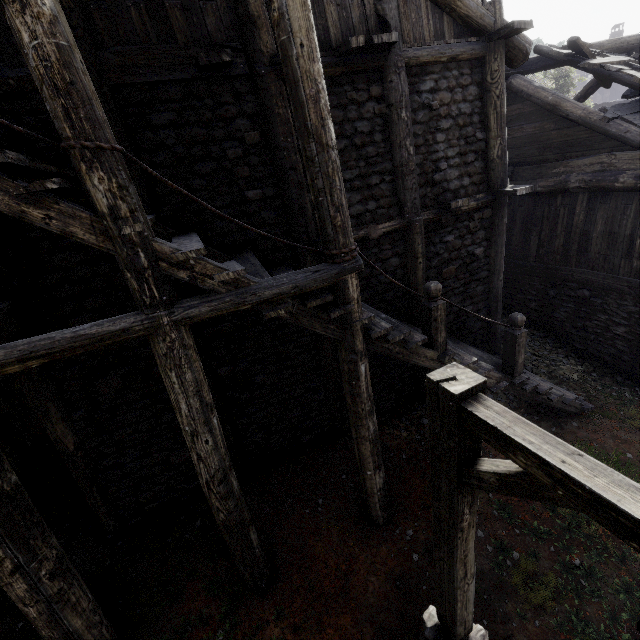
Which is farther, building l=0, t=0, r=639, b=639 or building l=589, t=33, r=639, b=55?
building l=589, t=33, r=639, b=55

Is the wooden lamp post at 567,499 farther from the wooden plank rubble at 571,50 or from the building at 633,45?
the wooden plank rubble at 571,50

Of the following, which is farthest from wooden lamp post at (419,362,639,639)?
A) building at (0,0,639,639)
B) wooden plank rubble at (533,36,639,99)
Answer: wooden plank rubble at (533,36,639,99)

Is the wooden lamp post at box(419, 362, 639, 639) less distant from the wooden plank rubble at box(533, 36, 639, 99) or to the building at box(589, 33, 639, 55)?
the building at box(589, 33, 639, 55)

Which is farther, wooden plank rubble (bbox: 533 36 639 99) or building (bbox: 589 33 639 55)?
building (bbox: 589 33 639 55)

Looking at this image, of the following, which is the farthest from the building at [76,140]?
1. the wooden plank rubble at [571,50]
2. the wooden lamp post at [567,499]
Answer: the wooden lamp post at [567,499]

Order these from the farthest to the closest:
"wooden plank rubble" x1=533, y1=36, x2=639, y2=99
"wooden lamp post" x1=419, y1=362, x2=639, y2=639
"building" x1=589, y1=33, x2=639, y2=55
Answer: "building" x1=589, y1=33, x2=639, y2=55 → "wooden plank rubble" x1=533, y1=36, x2=639, y2=99 → "wooden lamp post" x1=419, y1=362, x2=639, y2=639

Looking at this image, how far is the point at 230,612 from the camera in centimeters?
514cm
